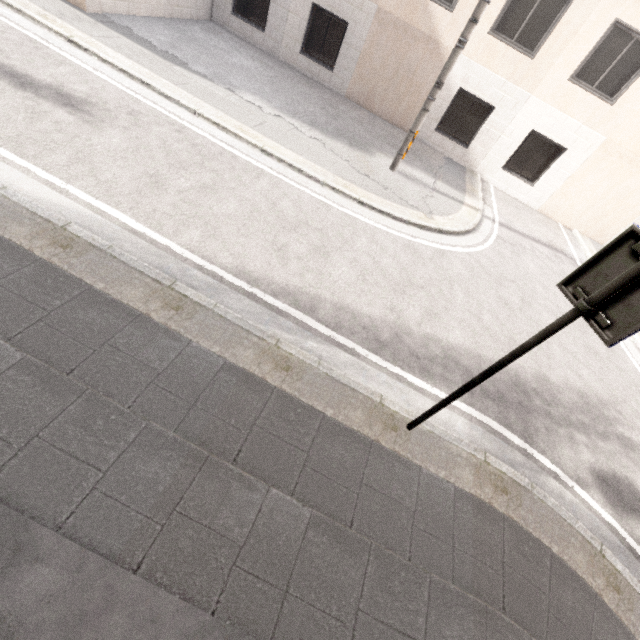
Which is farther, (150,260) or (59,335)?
(150,260)
